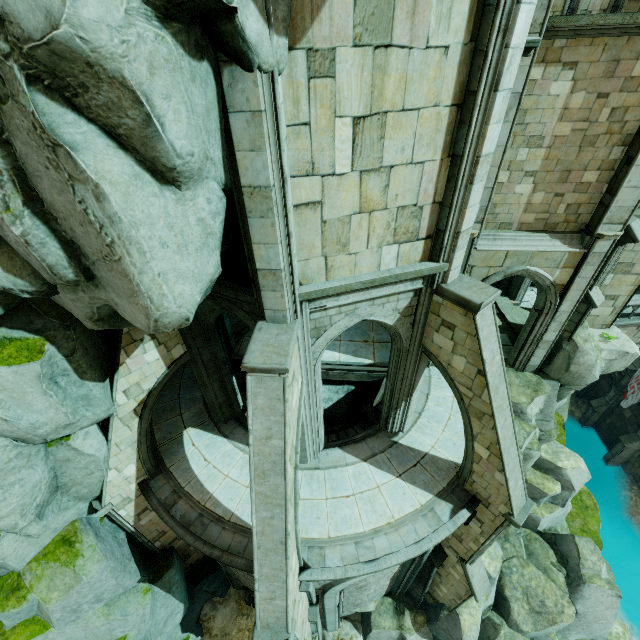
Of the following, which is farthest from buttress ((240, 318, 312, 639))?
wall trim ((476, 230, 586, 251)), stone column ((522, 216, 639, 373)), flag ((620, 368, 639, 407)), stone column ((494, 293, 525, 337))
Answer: flag ((620, 368, 639, 407))

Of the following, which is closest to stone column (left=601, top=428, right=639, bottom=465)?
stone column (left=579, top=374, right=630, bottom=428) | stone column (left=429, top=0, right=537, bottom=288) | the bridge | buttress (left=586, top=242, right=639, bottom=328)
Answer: stone column (left=579, top=374, right=630, bottom=428)

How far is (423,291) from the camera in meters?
7.7 m

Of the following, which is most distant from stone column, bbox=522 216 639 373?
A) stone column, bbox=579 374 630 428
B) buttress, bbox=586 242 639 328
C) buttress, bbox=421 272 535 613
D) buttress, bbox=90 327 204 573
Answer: buttress, bbox=90 327 204 573

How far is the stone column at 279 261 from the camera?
4.1 meters

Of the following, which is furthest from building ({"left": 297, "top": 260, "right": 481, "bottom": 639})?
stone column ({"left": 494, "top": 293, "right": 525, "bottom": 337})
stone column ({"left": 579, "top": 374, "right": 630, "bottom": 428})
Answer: stone column ({"left": 579, "top": 374, "right": 630, "bottom": 428})

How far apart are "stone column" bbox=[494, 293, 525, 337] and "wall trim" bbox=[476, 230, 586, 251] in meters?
5.8 m

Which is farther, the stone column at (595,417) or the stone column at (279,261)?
the stone column at (595,417)
